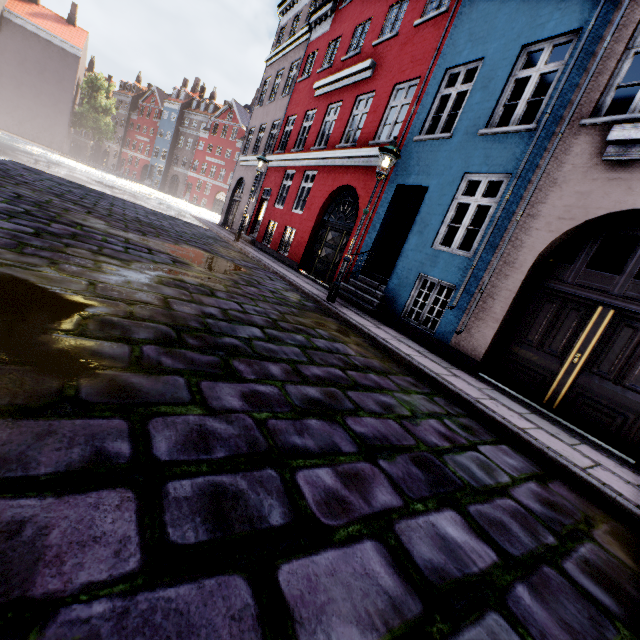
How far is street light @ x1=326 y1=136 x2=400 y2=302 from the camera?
6.9m

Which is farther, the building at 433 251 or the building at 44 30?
the building at 44 30

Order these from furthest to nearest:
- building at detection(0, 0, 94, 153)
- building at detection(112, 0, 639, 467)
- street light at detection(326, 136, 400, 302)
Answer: building at detection(0, 0, 94, 153) < street light at detection(326, 136, 400, 302) < building at detection(112, 0, 639, 467)

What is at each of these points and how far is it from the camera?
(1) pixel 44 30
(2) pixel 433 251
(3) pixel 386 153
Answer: (1) building, 42.06m
(2) building, 7.55m
(3) street light, 6.91m

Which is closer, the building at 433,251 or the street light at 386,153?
the building at 433,251

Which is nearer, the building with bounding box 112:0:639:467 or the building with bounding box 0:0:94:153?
the building with bounding box 112:0:639:467

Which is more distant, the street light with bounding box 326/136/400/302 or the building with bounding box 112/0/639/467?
the street light with bounding box 326/136/400/302
